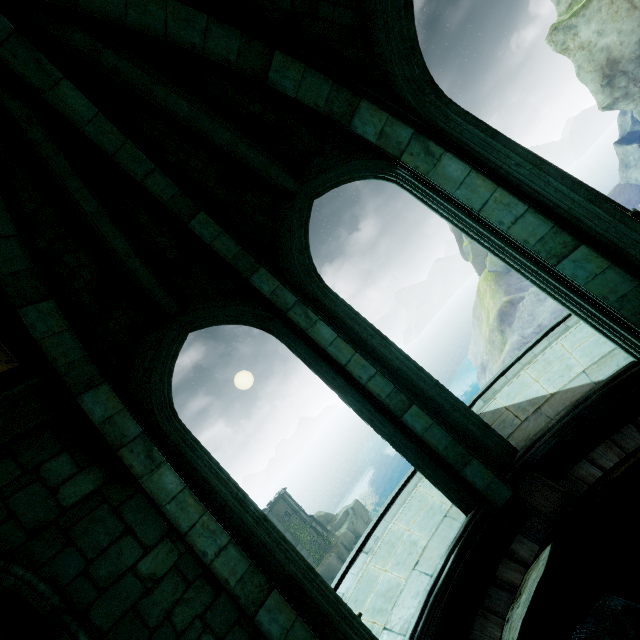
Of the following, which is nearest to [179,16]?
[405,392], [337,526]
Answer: [405,392]

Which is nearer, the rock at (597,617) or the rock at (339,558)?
the rock at (597,617)

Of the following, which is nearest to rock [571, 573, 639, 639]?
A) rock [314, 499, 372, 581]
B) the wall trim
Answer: the wall trim

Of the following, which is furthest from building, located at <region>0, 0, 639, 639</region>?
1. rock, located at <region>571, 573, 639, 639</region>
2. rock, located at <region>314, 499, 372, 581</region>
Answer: rock, located at <region>314, 499, 372, 581</region>

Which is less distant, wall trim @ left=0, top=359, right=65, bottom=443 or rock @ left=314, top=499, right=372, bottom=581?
wall trim @ left=0, top=359, right=65, bottom=443

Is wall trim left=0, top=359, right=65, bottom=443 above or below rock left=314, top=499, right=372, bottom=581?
above

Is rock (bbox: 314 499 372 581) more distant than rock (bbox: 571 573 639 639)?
Yes

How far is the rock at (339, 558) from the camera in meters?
40.2 m
